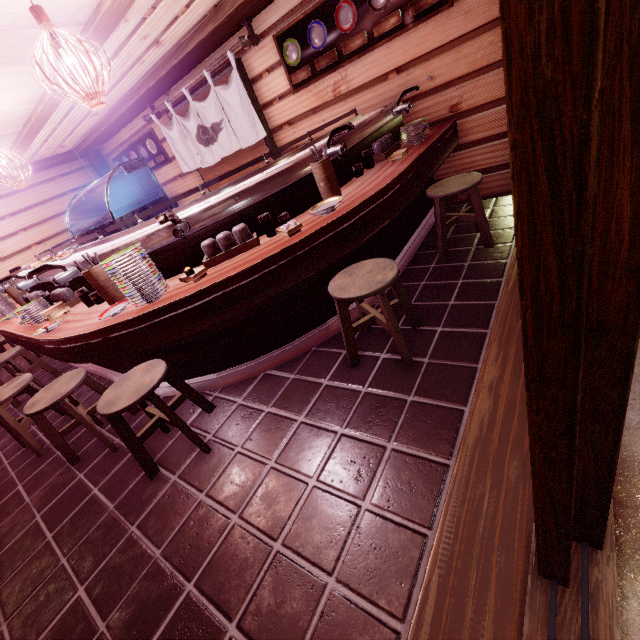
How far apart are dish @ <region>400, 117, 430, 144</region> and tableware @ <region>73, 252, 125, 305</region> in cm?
542

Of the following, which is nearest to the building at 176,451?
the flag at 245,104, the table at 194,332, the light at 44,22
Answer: the table at 194,332

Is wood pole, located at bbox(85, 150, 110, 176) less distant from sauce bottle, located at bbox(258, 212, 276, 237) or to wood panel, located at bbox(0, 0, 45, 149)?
wood panel, located at bbox(0, 0, 45, 149)

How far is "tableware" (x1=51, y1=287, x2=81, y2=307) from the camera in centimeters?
578cm

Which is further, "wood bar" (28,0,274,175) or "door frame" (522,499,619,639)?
"wood bar" (28,0,274,175)

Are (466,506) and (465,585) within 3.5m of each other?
yes

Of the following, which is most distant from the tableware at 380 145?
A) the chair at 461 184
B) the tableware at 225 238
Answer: the tableware at 225 238

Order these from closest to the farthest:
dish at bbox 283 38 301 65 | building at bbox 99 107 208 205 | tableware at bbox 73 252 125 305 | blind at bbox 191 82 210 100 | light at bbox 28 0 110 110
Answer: light at bbox 28 0 110 110
tableware at bbox 73 252 125 305
dish at bbox 283 38 301 65
blind at bbox 191 82 210 100
building at bbox 99 107 208 205
